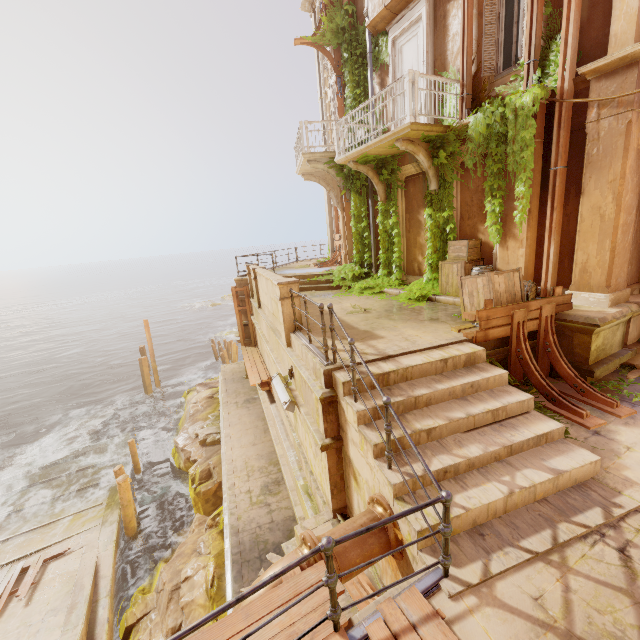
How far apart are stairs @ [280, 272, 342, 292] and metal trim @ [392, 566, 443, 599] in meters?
9.8 m

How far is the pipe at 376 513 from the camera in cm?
344

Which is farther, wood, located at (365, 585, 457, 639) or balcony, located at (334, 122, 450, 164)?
balcony, located at (334, 122, 450, 164)

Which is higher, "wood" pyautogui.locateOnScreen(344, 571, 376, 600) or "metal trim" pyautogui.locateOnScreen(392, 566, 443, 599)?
"metal trim" pyautogui.locateOnScreen(392, 566, 443, 599)

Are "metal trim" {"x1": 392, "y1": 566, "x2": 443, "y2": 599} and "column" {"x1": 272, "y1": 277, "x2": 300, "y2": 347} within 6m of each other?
yes

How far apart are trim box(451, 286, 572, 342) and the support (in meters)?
4.36

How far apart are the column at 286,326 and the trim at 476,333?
3.3m

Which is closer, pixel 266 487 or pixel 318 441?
pixel 318 441
